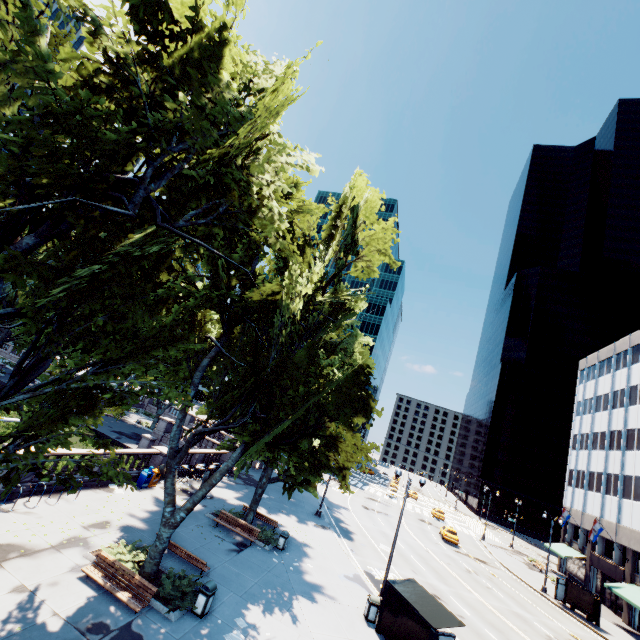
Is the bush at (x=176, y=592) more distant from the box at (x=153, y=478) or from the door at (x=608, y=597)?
the door at (x=608, y=597)

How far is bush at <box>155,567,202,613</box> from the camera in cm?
1195

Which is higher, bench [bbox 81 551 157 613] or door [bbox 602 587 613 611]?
door [bbox 602 587 613 611]

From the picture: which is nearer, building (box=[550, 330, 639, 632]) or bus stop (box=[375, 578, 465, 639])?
bus stop (box=[375, 578, 465, 639])

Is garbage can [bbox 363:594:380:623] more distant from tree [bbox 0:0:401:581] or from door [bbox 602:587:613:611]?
door [bbox 602:587:613:611]

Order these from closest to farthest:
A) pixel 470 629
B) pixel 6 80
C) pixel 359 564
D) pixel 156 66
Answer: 1. pixel 6 80
2. pixel 156 66
3. pixel 470 629
4. pixel 359 564

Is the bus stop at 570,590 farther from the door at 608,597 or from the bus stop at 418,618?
the bus stop at 418,618

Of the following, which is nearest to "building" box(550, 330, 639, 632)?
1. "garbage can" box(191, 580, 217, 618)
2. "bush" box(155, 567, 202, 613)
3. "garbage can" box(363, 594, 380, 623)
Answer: "garbage can" box(363, 594, 380, 623)
